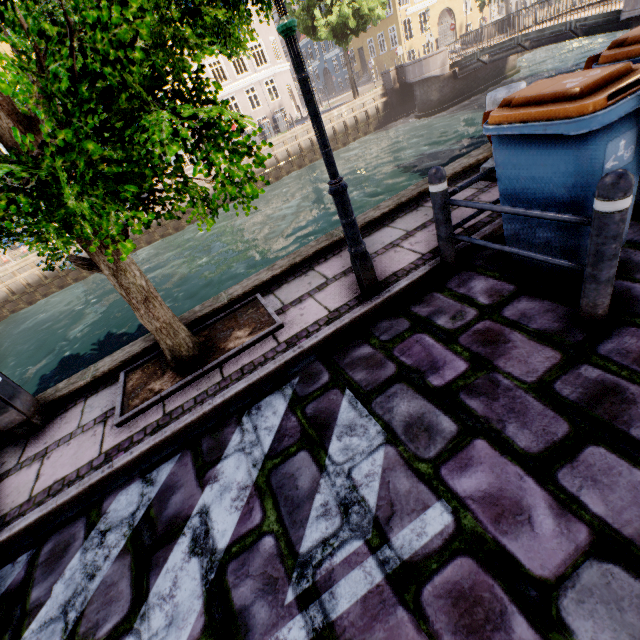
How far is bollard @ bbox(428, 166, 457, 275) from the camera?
2.9 meters

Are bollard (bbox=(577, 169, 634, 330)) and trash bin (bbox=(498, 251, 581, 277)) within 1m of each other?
yes

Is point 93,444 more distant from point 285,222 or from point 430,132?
point 430,132

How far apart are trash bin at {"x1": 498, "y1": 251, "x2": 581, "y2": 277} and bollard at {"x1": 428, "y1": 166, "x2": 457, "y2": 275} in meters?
0.4 m

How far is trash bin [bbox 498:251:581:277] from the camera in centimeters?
269cm

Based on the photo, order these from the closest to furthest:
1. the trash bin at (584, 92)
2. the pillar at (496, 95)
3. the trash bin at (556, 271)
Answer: the trash bin at (584, 92), the trash bin at (556, 271), the pillar at (496, 95)

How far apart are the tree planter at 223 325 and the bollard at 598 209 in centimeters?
266cm

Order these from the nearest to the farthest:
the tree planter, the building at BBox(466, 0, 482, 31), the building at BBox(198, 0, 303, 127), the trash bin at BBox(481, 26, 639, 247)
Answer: the trash bin at BBox(481, 26, 639, 247)
the tree planter
the building at BBox(198, 0, 303, 127)
the building at BBox(466, 0, 482, 31)
